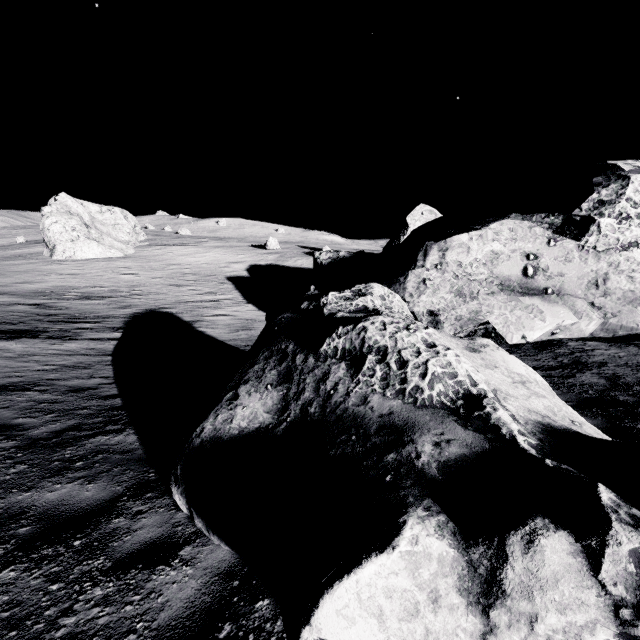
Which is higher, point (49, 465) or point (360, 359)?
point (360, 359)

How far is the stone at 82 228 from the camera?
36.03m

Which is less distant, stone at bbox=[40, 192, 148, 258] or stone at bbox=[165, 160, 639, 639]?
stone at bbox=[165, 160, 639, 639]

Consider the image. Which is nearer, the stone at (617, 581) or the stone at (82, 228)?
the stone at (617, 581)

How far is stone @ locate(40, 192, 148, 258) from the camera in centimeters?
3603cm
